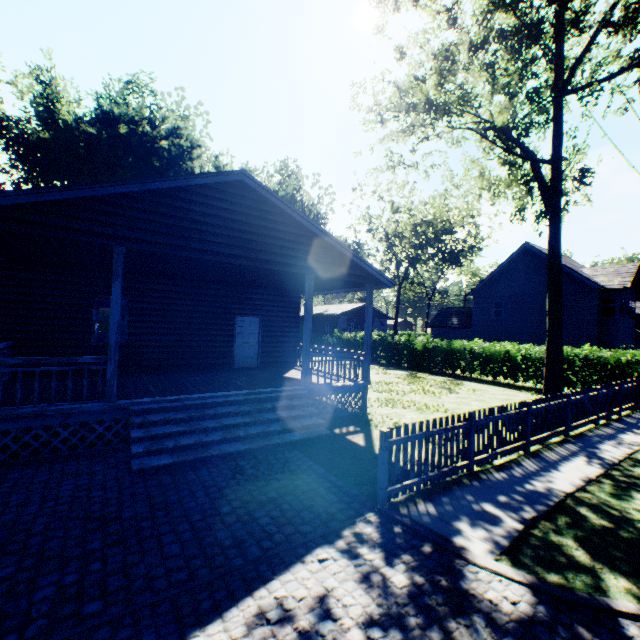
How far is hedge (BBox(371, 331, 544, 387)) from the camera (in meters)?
17.66

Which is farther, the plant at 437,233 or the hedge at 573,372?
the plant at 437,233

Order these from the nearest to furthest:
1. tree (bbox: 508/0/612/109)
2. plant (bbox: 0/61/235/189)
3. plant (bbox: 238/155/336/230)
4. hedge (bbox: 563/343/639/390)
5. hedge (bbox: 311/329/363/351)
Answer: tree (bbox: 508/0/612/109)
hedge (bbox: 563/343/639/390)
plant (bbox: 0/61/235/189)
hedge (bbox: 311/329/363/351)
plant (bbox: 238/155/336/230)

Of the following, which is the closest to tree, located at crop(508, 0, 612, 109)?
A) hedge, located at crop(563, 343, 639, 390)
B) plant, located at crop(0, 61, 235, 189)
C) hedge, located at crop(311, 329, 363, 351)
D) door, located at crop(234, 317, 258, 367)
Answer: hedge, located at crop(563, 343, 639, 390)

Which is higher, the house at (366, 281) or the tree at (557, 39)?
the tree at (557, 39)

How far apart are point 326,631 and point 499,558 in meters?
2.4

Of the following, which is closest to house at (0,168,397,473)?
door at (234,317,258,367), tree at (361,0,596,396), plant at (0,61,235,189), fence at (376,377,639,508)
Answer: door at (234,317,258,367)

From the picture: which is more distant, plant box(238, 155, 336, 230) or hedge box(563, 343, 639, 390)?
plant box(238, 155, 336, 230)
